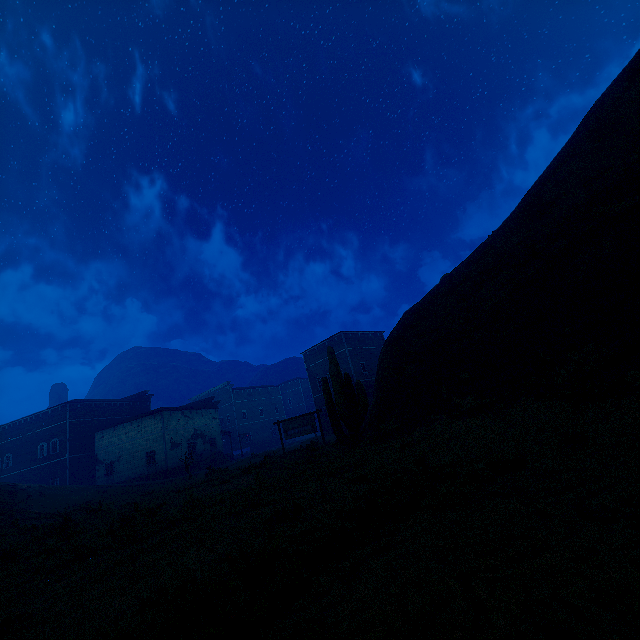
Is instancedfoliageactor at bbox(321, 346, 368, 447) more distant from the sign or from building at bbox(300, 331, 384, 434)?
building at bbox(300, 331, 384, 434)

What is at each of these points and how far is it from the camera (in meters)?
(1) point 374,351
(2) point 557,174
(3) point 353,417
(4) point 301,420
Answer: (1) building, 41.25
(2) z, 12.77
(3) instancedfoliageactor, 12.62
(4) sign, 20.97

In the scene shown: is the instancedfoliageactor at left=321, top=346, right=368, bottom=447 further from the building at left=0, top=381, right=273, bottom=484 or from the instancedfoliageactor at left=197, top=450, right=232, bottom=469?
the instancedfoliageactor at left=197, top=450, right=232, bottom=469

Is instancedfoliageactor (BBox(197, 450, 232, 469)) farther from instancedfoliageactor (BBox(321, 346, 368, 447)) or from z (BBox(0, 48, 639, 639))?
instancedfoliageactor (BBox(321, 346, 368, 447))

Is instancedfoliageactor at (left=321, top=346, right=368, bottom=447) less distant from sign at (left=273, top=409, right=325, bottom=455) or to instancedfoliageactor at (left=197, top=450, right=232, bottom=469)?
sign at (left=273, top=409, right=325, bottom=455)

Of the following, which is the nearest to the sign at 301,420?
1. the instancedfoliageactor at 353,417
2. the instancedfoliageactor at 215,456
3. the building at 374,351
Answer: the instancedfoliageactor at 353,417

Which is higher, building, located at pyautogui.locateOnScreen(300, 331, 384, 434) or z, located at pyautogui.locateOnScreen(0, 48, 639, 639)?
building, located at pyautogui.locateOnScreen(300, 331, 384, 434)

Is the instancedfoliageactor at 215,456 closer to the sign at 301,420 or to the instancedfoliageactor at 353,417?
the sign at 301,420
